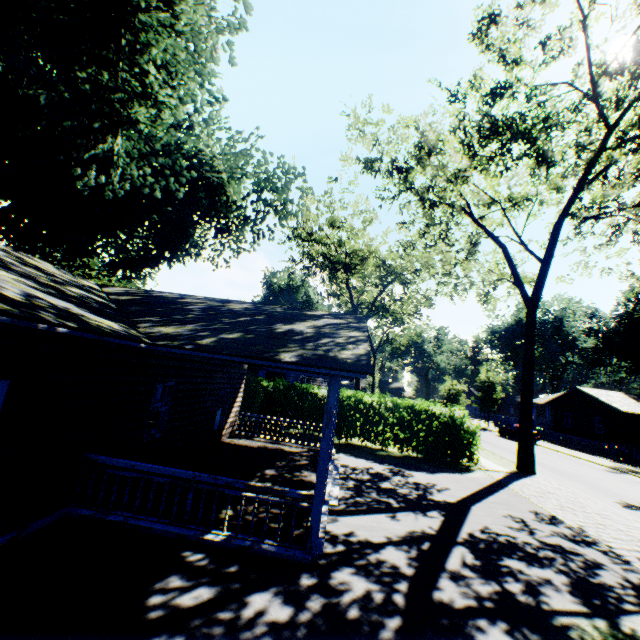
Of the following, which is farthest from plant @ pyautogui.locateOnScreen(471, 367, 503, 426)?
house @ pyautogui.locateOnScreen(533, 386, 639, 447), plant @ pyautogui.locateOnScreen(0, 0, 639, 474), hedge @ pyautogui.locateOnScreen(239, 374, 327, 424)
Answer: plant @ pyautogui.locateOnScreen(0, 0, 639, 474)

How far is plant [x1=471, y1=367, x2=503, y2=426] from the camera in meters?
45.0 m

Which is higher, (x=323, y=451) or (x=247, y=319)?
(x=247, y=319)

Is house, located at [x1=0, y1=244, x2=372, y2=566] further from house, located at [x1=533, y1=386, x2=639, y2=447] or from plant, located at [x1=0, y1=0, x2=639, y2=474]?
house, located at [x1=533, y1=386, x2=639, y2=447]

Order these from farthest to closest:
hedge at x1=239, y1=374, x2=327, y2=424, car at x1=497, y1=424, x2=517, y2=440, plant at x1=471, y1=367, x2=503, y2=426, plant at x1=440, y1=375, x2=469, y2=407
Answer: plant at x1=471, y1=367, x2=503, y2=426 → car at x1=497, y1=424, x2=517, y2=440 → plant at x1=440, y1=375, x2=469, y2=407 → hedge at x1=239, y1=374, x2=327, y2=424

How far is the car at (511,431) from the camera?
33.5m

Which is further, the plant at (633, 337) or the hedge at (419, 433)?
the plant at (633, 337)

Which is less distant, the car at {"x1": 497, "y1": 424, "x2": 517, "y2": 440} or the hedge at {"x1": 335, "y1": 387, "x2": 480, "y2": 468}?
the hedge at {"x1": 335, "y1": 387, "x2": 480, "y2": 468}
